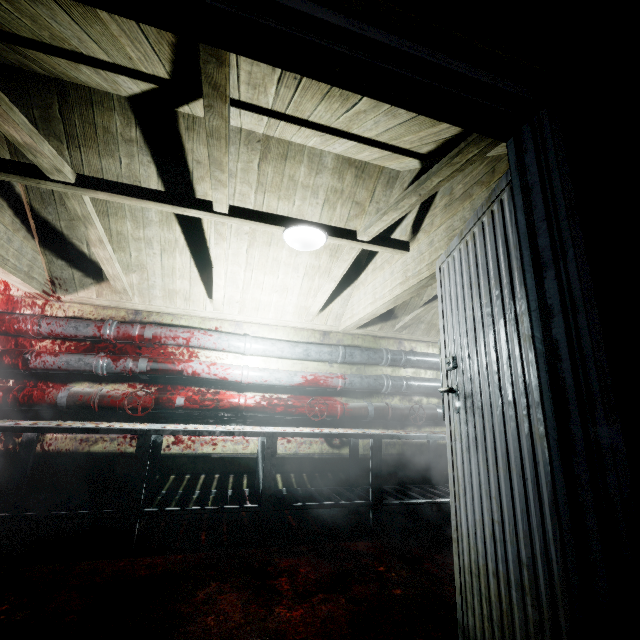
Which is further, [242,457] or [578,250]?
[242,457]

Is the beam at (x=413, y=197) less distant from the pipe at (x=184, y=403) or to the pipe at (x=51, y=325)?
the pipe at (x=51, y=325)

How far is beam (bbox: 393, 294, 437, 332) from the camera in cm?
349

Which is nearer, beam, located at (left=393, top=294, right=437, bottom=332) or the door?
the door

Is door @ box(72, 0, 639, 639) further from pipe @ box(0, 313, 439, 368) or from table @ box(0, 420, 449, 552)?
pipe @ box(0, 313, 439, 368)

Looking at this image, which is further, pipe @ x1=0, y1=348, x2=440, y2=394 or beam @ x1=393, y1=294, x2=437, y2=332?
beam @ x1=393, y1=294, x2=437, y2=332

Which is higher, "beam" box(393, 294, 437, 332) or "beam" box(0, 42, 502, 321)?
"beam" box(393, 294, 437, 332)

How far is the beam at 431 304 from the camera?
3.5 meters
